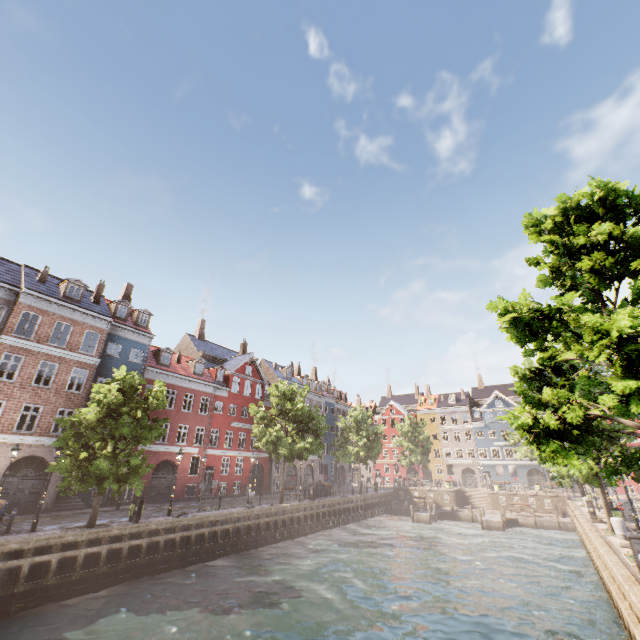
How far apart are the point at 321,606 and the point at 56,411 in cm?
2147

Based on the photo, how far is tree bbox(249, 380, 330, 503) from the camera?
27.11m

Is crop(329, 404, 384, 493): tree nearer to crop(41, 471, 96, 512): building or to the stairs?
crop(41, 471, 96, 512): building

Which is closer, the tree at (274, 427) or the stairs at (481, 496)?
the tree at (274, 427)

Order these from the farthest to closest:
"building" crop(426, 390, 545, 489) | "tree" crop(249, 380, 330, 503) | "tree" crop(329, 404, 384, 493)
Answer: "building" crop(426, 390, 545, 489), "tree" crop(329, 404, 384, 493), "tree" crop(249, 380, 330, 503)

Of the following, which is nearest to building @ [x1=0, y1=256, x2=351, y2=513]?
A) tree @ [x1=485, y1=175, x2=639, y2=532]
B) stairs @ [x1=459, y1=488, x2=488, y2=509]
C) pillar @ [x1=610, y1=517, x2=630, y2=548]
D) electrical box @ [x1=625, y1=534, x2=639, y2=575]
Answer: tree @ [x1=485, y1=175, x2=639, y2=532]

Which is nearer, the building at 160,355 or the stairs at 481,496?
the building at 160,355

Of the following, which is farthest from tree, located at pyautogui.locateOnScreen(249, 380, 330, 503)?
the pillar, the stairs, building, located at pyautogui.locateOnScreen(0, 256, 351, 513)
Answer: the stairs
